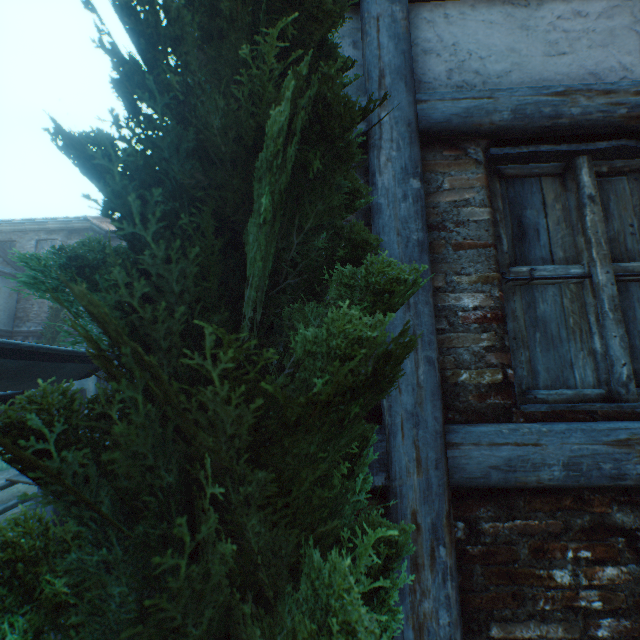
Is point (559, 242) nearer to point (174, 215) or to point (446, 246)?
point (446, 246)

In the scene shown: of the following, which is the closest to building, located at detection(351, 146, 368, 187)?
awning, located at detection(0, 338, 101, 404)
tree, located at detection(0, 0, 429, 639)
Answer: tree, located at detection(0, 0, 429, 639)

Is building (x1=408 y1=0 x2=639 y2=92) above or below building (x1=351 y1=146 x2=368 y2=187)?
above

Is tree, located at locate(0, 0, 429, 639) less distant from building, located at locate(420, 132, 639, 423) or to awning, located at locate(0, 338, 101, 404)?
building, located at locate(420, 132, 639, 423)

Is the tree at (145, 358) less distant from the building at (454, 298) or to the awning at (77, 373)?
the building at (454, 298)

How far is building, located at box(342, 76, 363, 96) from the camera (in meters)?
1.74

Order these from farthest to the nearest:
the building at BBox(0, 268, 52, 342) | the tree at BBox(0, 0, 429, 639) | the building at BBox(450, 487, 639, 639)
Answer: the building at BBox(0, 268, 52, 342), the building at BBox(450, 487, 639, 639), the tree at BBox(0, 0, 429, 639)
